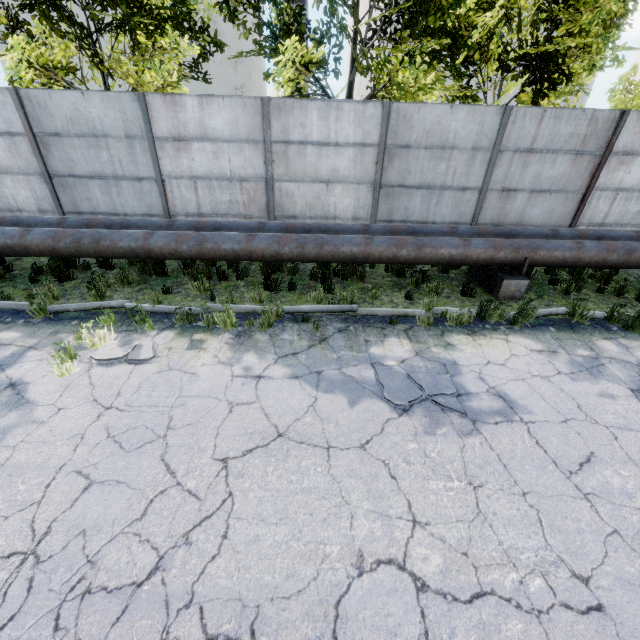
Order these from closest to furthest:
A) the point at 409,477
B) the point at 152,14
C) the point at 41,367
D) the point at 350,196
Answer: the point at 409,477 < the point at 41,367 < the point at 350,196 < the point at 152,14

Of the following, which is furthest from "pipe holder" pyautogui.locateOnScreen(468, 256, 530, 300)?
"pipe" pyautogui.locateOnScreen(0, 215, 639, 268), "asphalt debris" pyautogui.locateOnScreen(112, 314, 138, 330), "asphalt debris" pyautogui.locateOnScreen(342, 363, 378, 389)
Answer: "asphalt debris" pyautogui.locateOnScreen(112, 314, 138, 330)

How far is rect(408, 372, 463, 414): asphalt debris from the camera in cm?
437

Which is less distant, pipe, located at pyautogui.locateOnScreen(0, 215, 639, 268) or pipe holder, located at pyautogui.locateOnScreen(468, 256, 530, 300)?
pipe, located at pyautogui.locateOnScreen(0, 215, 639, 268)

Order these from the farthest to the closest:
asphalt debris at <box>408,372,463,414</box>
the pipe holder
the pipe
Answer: the pipe holder → the pipe → asphalt debris at <box>408,372,463,414</box>

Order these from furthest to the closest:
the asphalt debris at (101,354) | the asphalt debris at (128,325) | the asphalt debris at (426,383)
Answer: the asphalt debris at (128,325) → the asphalt debris at (101,354) → the asphalt debris at (426,383)

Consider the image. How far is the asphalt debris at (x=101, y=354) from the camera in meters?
5.0

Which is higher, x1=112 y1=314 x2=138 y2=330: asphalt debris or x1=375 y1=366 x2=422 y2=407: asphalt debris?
x1=375 y1=366 x2=422 y2=407: asphalt debris
